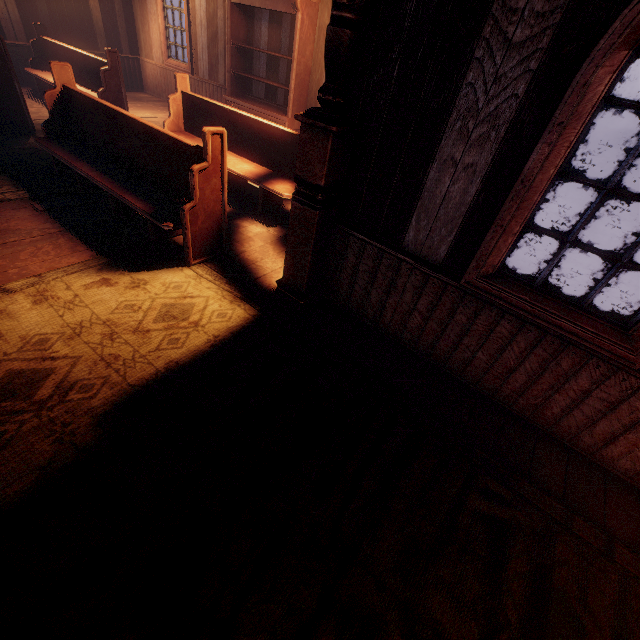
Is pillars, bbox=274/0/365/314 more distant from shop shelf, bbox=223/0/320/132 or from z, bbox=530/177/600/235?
shop shelf, bbox=223/0/320/132

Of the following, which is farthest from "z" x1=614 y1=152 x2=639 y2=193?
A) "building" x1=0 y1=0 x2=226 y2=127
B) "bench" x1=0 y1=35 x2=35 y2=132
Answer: "bench" x1=0 y1=35 x2=35 y2=132

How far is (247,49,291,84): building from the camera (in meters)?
6.88

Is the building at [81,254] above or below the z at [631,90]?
below

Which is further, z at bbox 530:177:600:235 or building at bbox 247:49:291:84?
z at bbox 530:177:600:235

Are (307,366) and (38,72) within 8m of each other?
no

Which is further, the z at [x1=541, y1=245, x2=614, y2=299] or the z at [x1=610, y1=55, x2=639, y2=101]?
the z at [x1=610, y1=55, x2=639, y2=101]

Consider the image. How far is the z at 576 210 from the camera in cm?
997
